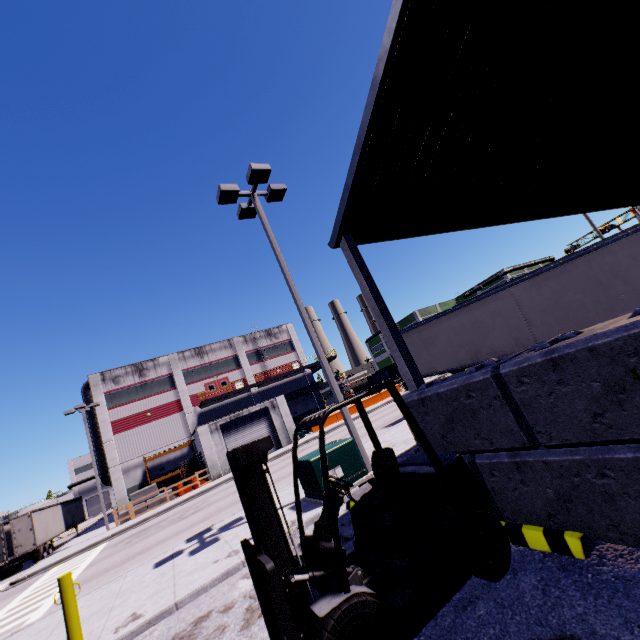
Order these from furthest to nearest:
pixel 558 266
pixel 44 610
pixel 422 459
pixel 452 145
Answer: pixel 558 266, pixel 44 610, pixel 452 145, pixel 422 459

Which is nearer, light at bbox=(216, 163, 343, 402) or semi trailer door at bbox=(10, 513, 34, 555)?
light at bbox=(216, 163, 343, 402)

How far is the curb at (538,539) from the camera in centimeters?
310cm

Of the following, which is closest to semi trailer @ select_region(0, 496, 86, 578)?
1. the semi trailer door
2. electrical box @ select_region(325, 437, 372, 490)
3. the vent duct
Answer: the semi trailer door

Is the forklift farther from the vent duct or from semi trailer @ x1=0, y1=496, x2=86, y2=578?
the vent duct

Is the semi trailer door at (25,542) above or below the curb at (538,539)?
above

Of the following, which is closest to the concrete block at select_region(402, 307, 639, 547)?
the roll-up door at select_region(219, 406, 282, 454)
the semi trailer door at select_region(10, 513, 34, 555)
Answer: the roll-up door at select_region(219, 406, 282, 454)

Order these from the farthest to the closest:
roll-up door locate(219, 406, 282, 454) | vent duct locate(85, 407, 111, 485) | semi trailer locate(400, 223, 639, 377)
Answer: vent duct locate(85, 407, 111, 485) → roll-up door locate(219, 406, 282, 454) → semi trailer locate(400, 223, 639, 377)
